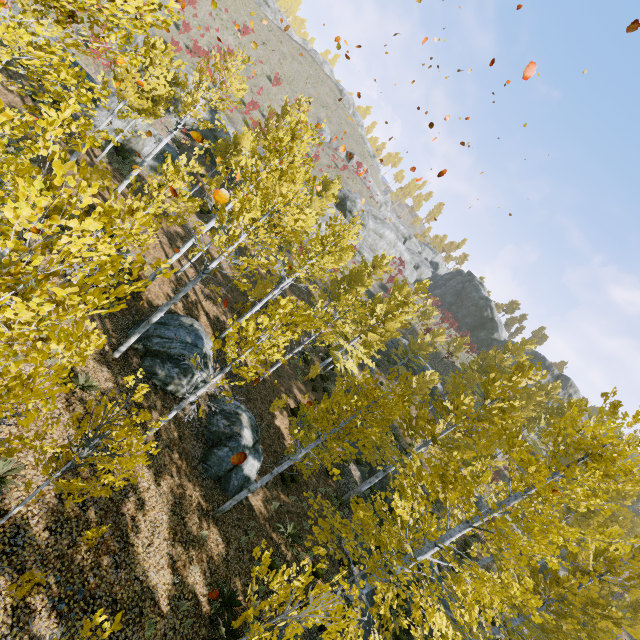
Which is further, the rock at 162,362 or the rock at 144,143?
the rock at 144,143

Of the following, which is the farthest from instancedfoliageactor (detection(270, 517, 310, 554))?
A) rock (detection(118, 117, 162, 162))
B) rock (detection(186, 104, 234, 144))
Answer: rock (detection(186, 104, 234, 144))

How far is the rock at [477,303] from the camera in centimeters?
5250cm

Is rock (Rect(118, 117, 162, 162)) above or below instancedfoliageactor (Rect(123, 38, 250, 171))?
below

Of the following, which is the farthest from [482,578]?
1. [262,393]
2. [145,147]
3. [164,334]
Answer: [145,147]

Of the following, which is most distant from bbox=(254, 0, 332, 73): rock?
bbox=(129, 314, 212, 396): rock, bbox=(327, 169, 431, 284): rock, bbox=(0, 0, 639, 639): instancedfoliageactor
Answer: bbox=(129, 314, 212, 396): rock

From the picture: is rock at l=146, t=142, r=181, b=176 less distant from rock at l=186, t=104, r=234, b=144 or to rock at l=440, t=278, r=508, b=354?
rock at l=186, t=104, r=234, b=144

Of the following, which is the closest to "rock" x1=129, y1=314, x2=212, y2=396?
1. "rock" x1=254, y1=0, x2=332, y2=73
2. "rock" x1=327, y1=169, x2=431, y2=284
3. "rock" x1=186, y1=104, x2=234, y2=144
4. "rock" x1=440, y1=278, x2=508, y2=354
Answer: "rock" x1=186, y1=104, x2=234, y2=144
